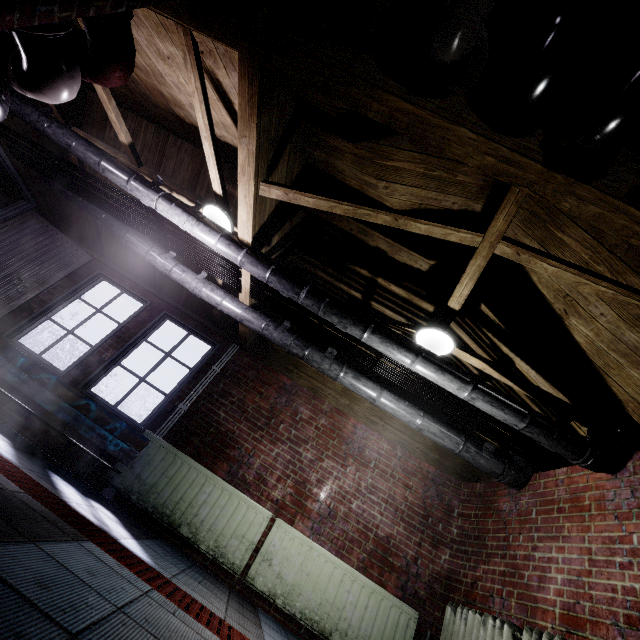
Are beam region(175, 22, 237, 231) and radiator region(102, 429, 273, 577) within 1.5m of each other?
no

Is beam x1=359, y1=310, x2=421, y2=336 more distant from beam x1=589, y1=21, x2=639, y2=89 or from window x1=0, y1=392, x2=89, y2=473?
window x1=0, y1=392, x2=89, y2=473

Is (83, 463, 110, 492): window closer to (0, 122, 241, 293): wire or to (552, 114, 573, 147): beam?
(0, 122, 241, 293): wire

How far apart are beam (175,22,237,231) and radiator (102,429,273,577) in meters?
2.3 m

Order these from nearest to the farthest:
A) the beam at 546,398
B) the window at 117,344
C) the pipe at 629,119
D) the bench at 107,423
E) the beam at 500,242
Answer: the pipe at 629,119 < the beam at 500,242 < the beam at 546,398 < the bench at 107,423 < the window at 117,344

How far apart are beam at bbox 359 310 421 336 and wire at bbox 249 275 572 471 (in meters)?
0.07

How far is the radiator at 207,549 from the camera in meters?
3.0

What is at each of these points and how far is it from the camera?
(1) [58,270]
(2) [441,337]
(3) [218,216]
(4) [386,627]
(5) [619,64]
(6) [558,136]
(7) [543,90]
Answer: (1) door, 4.02m
(2) light, 2.65m
(3) light, 2.92m
(4) radiator, 2.90m
(5) beam, 1.26m
(6) beam, 1.50m
(7) pipe, 1.22m
